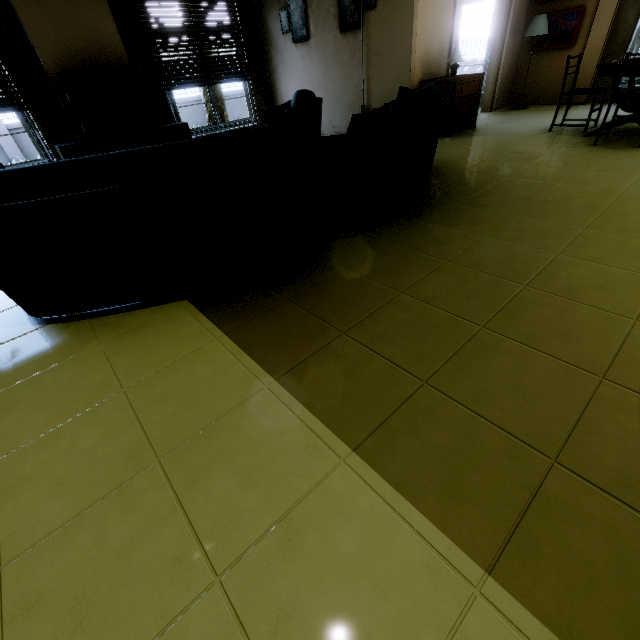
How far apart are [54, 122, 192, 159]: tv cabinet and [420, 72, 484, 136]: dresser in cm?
437

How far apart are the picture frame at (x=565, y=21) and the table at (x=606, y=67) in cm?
255

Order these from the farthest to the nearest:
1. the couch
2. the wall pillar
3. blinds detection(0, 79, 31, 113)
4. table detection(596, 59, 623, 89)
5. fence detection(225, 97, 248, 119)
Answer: fence detection(225, 97, 248, 119) < the wall pillar < blinds detection(0, 79, 31, 113) < table detection(596, 59, 623, 89) < the couch

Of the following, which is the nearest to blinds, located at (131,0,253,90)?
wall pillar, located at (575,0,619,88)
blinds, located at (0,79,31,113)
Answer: blinds, located at (0,79,31,113)

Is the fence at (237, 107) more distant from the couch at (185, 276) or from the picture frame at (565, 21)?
the couch at (185, 276)

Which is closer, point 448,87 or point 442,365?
point 442,365

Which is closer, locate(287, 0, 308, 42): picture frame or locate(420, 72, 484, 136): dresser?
locate(420, 72, 484, 136): dresser

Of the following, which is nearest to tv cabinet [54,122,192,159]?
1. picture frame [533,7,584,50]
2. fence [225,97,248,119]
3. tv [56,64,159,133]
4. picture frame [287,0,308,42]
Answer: tv [56,64,159,133]
